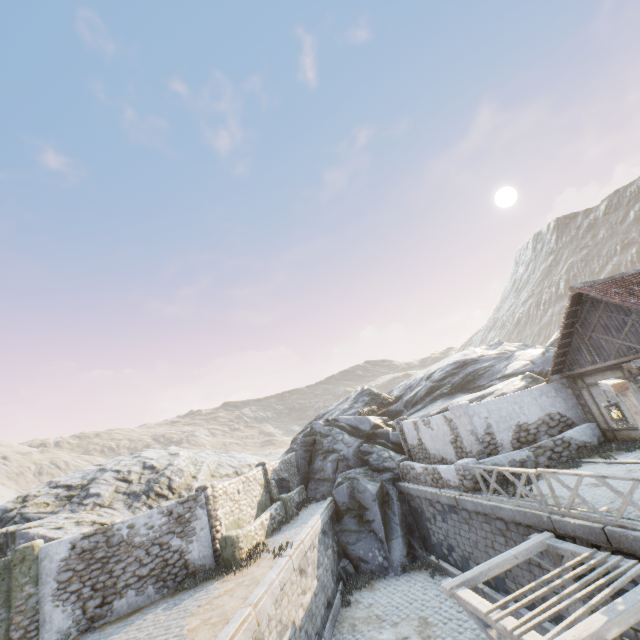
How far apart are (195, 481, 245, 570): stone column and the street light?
13.03m

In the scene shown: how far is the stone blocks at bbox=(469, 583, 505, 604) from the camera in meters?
10.8 m

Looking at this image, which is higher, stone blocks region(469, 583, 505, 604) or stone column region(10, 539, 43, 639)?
stone column region(10, 539, 43, 639)

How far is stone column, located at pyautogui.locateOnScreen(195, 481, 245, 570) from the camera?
12.48m

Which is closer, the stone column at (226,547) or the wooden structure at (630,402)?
the wooden structure at (630,402)

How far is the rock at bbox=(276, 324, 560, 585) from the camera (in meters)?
16.27

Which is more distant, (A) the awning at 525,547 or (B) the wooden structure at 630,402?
(B) the wooden structure at 630,402

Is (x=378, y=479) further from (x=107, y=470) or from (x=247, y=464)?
(x=107, y=470)
